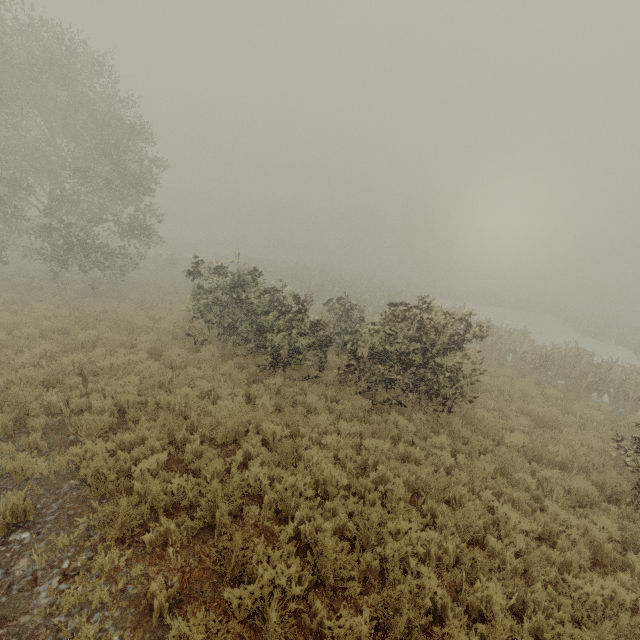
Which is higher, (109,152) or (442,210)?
(442,210)
